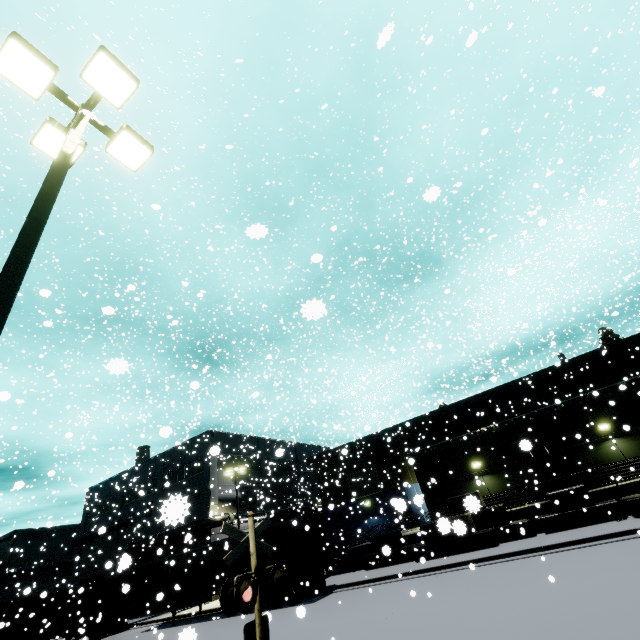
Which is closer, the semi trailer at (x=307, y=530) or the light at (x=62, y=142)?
the light at (x=62, y=142)

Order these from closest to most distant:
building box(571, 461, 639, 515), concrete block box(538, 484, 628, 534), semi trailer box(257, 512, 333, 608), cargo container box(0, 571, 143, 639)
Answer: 1. concrete block box(538, 484, 628, 534)
2. building box(571, 461, 639, 515)
3. semi trailer box(257, 512, 333, 608)
4. cargo container box(0, 571, 143, 639)

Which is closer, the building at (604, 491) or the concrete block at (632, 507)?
the concrete block at (632, 507)

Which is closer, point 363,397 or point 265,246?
point 265,246

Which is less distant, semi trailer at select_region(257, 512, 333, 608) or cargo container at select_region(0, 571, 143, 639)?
semi trailer at select_region(257, 512, 333, 608)

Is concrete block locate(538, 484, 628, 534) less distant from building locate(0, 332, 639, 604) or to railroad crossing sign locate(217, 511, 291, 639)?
building locate(0, 332, 639, 604)

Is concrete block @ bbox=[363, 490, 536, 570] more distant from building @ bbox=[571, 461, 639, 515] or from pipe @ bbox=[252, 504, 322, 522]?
pipe @ bbox=[252, 504, 322, 522]

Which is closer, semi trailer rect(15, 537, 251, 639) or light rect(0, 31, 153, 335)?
light rect(0, 31, 153, 335)
